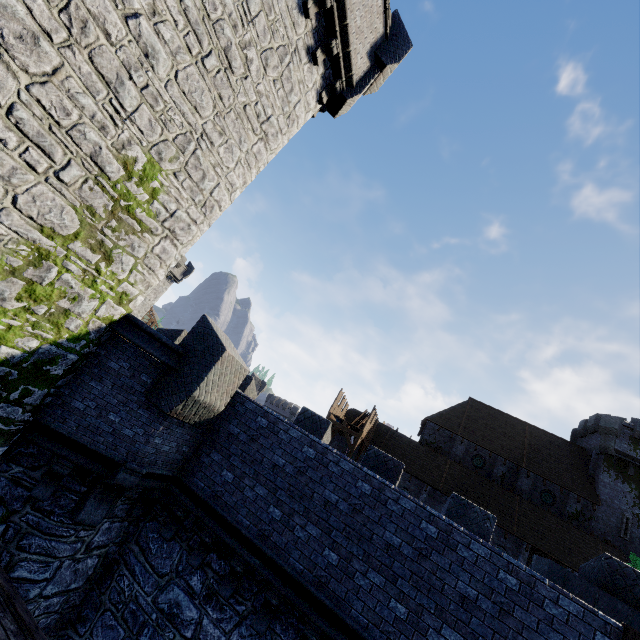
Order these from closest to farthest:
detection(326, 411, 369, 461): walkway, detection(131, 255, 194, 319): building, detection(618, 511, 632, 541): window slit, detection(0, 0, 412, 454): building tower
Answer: detection(0, 0, 412, 454): building tower
detection(326, 411, 369, 461): walkway
detection(618, 511, 632, 541): window slit
detection(131, 255, 194, 319): building

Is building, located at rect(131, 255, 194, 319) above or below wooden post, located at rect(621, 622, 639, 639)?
above

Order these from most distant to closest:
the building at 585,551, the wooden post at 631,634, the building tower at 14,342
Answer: the building at 585,551 → the wooden post at 631,634 → the building tower at 14,342

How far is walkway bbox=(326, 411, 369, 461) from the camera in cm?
2505

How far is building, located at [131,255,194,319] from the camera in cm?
4316

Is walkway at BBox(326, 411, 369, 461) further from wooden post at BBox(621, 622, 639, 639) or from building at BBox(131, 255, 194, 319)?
building at BBox(131, 255, 194, 319)

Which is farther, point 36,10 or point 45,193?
point 45,193

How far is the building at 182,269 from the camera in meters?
43.2
